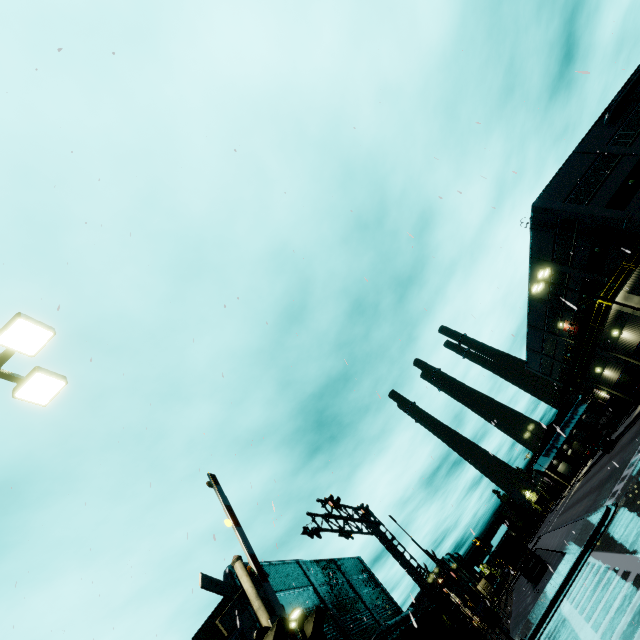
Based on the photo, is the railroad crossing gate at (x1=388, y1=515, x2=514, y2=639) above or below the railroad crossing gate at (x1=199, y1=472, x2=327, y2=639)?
below

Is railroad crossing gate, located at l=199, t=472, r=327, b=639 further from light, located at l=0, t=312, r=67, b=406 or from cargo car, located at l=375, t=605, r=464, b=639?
light, located at l=0, t=312, r=67, b=406

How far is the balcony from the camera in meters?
28.9

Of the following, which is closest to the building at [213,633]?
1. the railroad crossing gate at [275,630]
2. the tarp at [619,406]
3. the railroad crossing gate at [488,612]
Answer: the tarp at [619,406]

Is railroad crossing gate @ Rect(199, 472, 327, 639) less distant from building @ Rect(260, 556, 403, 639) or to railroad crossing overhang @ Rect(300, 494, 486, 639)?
building @ Rect(260, 556, 403, 639)

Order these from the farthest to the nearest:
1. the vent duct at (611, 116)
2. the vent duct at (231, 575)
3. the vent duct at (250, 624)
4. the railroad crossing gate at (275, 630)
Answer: the vent duct at (611, 116), the vent duct at (231, 575), the vent duct at (250, 624), the railroad crossing gate at (275, 630)

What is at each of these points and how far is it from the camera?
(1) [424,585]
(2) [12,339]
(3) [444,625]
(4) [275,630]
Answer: (1) railroad crossing overhang, 17.5 meters
(2) light, 6.2 meters
(3) cargo car, 29.4 meters
(4) railroad crossing gate, 4.5 meters

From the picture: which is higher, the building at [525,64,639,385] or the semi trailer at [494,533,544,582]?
the building at [525,64,639,385]
